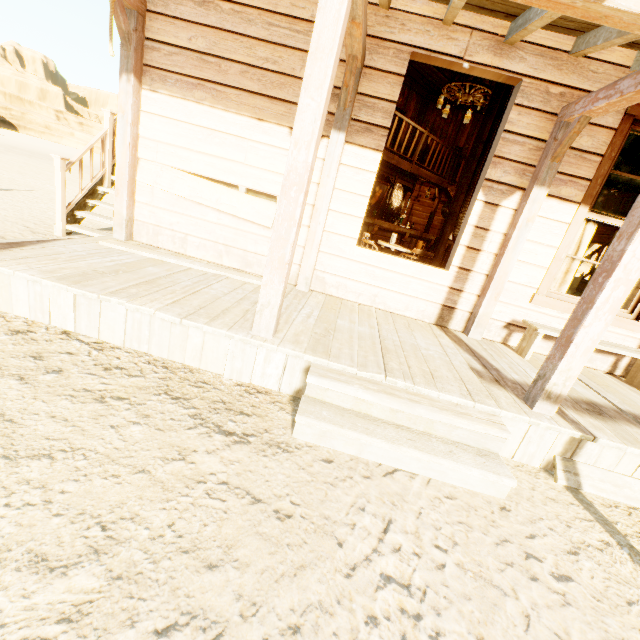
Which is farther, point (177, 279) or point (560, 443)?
point (177, 279)

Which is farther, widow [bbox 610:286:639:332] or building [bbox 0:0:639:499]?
widow [bbox 610:286:639:332]

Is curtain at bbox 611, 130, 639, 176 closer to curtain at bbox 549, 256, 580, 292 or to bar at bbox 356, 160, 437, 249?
curtain at bbox 549, 256, 580, 292

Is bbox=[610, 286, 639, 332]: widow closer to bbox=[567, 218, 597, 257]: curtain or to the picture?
bbox=[567, 218, 597, 257]: curtain

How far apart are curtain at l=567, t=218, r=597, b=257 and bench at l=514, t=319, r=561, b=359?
0.5 meters

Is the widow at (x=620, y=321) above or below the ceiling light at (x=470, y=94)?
below

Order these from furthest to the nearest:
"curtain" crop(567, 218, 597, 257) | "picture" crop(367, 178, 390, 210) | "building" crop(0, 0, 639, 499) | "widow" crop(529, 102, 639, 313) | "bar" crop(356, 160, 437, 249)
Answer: "picture" crop(367, 178, 390, 210) < "bar" crop(356, 160, 437, 249) < "curtain" crop(567, 218, 597, 257) < "widow" crop(529, 102, 639, 313) < "building" crop(0, 0, 639, 499)

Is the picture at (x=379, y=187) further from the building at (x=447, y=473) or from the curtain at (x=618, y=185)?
the curtain at (x=618, y=185)
